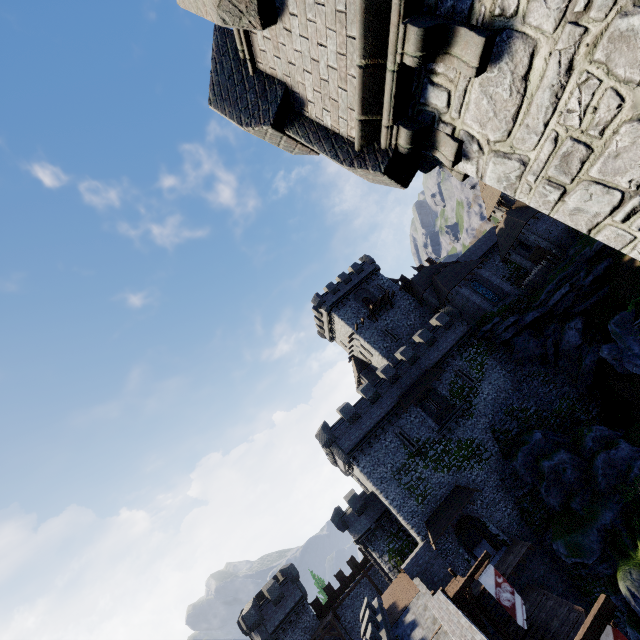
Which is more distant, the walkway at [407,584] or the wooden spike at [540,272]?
the wooden spike at [540,272]

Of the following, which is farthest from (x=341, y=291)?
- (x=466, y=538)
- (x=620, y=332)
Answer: (x=466, y=538)

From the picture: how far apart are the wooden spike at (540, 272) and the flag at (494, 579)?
29.71m

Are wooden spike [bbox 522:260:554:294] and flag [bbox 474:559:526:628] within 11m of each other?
no

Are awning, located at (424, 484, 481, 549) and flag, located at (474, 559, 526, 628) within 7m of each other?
no

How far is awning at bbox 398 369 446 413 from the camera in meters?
31.8 m

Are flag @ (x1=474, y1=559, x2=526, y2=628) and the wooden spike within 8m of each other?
no

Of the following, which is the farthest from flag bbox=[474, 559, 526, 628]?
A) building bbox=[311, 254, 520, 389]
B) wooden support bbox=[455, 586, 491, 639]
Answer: building bbox=[311, 254, 520, 389]
